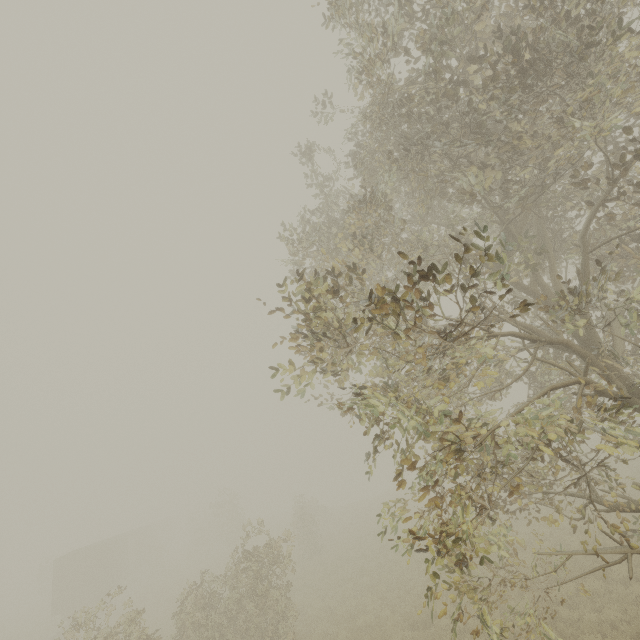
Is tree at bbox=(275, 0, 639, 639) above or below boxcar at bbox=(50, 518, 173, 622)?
above

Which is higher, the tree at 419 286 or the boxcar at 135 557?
the tree at 419 286

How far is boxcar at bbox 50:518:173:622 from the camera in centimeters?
2492cm

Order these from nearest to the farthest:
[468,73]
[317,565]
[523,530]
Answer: [468,73] < [523,530] < [317,565]

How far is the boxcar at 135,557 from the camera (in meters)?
24.92

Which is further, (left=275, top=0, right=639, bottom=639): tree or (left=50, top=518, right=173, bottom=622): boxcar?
(left=50, top=518, right=173, bottom=622): boxcar
